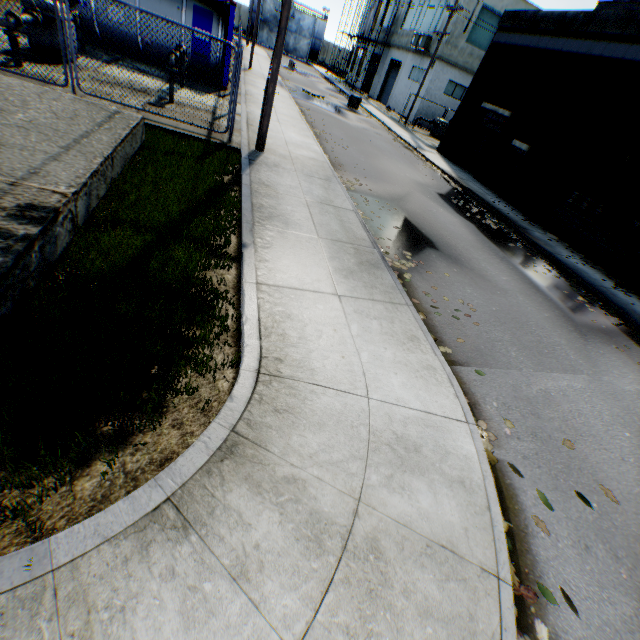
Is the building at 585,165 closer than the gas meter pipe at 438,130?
Yes

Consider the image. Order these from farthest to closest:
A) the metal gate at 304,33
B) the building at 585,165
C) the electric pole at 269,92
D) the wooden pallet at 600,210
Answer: the metal gate at 304,33
the wooden pallet at 600,210
the building at 585,165
the electric pole at 269,92

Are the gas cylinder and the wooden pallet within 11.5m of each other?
yes

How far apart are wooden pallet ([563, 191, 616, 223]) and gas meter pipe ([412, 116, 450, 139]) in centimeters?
1719cm

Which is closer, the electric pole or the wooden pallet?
the electric pole

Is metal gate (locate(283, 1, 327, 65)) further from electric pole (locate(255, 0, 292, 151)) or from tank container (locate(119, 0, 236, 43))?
tank container (locate(119, 0, 236, 43))

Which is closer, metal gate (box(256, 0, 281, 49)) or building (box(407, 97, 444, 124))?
building (box(407, 97, 444, 124))

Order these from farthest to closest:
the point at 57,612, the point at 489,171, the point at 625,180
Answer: the point at 489,171, the point at 625,180, the point at 57,612
